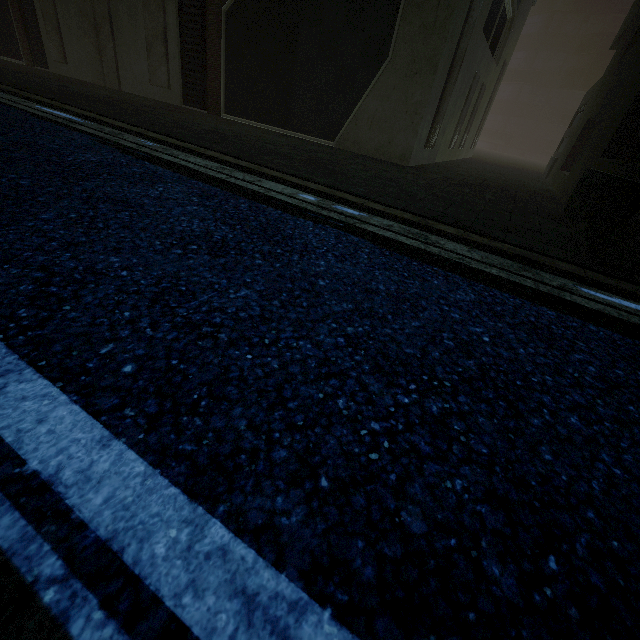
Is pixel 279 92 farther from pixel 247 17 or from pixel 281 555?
pixel 281 555
